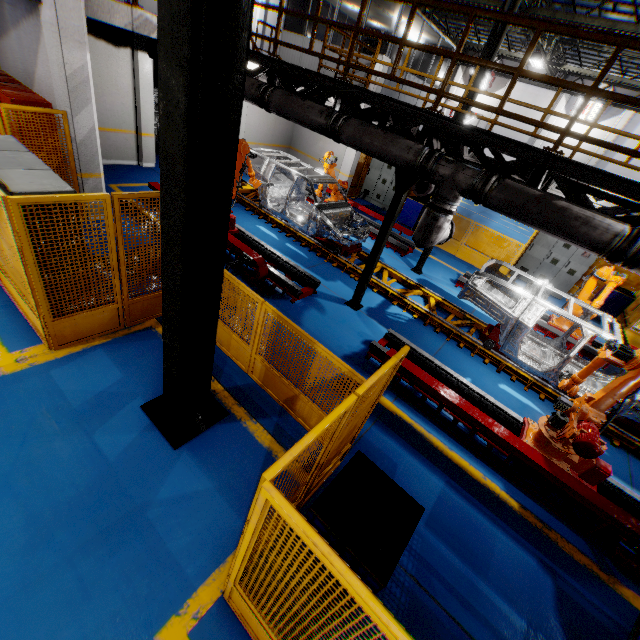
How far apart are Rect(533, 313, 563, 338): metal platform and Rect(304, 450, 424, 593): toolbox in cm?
852

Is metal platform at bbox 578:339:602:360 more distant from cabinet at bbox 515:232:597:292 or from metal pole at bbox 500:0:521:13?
metal pole at bbox 500:0:521:13

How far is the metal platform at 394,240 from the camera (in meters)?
11.42

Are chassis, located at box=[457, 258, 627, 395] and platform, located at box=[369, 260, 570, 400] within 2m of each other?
yes

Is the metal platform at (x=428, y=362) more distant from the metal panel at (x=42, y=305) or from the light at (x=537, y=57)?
the light at (x=537, y=57)

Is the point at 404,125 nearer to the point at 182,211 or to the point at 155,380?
the point at 182,211

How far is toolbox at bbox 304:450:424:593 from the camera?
2.60m

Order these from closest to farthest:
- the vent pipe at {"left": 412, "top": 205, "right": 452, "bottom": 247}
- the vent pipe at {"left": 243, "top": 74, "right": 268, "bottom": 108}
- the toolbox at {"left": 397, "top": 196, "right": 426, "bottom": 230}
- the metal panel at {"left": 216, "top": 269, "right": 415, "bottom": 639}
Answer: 1. the metal panel at {"left": 216, "top": 269, "right": 415, "bottom": 639}
2. the vent pipe at {"left": 412, "top": 205, "right": 452, "bottom": 247}
3. the vent pipe at {"left": 243, "top": 74, "right": 268, "bottom": 108}
4. the toolbox at {"left": 397, "top": 196, "right": 426, "bottom": 230}
